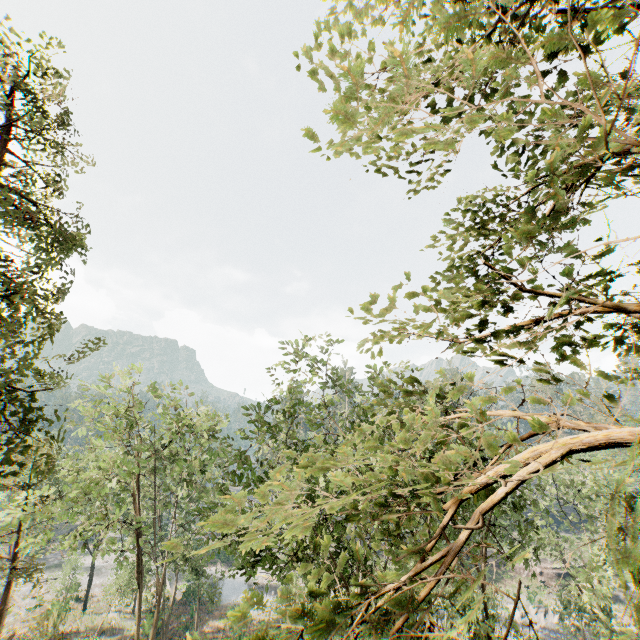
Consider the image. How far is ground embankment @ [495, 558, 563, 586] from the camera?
47.4 meters

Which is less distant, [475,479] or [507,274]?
[475,479]

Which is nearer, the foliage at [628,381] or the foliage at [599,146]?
the foliage at [628,381]

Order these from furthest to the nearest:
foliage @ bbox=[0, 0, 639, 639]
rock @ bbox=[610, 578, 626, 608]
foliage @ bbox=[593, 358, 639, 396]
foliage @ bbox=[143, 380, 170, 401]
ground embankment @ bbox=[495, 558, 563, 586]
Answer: ground embankment @ bbox=[495, 558, 563, 586]
rock @ bbox=[610, 578, 626, 608]
foliage @ bbox=[143, 380, 170, 401]
foliage @ bbox=[0, 0, 639, 639]
foliage @ bbox=[593, 358, 639, 396]

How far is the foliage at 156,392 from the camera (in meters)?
19.70

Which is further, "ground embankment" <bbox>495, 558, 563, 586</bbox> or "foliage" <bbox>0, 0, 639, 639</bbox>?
"ground embankment" <bbox>495, 558, 563, 586</bbox>

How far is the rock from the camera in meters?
42.7

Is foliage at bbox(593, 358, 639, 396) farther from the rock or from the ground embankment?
the rock
